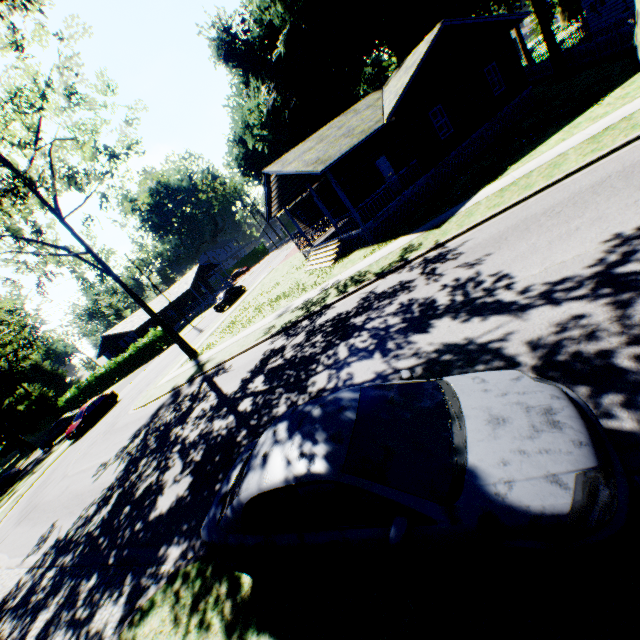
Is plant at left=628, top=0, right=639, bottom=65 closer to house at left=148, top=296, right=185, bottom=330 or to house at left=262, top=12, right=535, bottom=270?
house at left=262, top=12, right=535, bottom=270

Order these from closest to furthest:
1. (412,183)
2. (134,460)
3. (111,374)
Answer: (134,460), (412,183), (111,374)

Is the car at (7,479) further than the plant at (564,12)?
Yes

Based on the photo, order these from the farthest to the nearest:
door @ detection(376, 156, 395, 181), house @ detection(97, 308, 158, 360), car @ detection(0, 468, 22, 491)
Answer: house @ detection(97, 308, 158, 360) < car @ detection(0, 468, 22, 491) < door @ detection(376, 156, 395, 181)

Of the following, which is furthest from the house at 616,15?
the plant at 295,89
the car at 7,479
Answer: the car at 7,479

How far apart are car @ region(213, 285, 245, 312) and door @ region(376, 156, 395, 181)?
20.9 meters

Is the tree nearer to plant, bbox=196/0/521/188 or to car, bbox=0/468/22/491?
plant, bbox=196/0/521/188

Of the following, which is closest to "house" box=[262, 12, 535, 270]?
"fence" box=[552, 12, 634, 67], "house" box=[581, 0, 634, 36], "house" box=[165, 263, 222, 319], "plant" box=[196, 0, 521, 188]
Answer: "plant" box=[196, 0, 521, 188]
